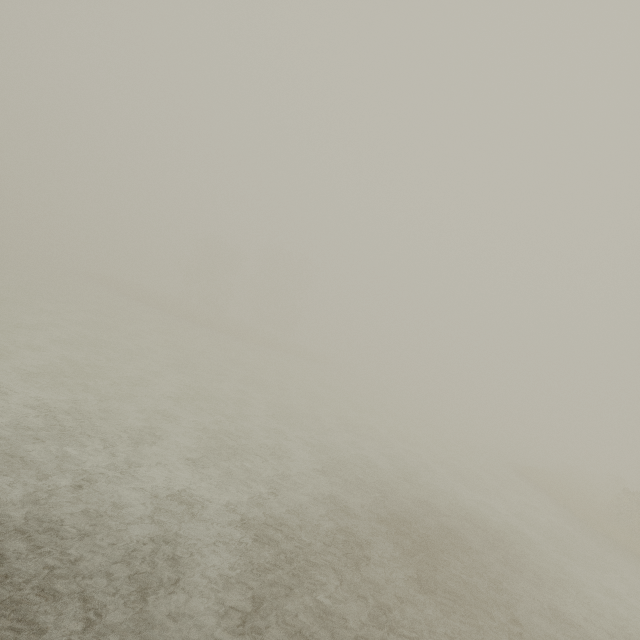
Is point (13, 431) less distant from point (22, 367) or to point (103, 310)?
point (22, 367)
